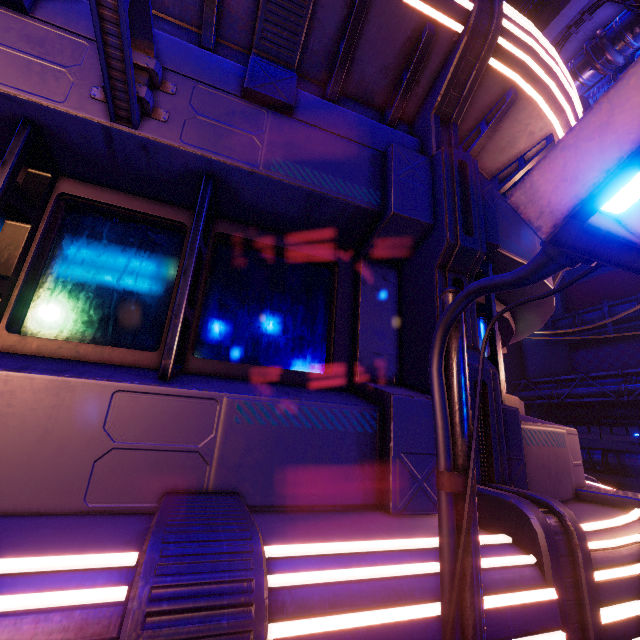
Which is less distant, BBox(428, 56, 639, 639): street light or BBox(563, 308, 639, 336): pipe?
BBox(428, 56, 639, 639): street light

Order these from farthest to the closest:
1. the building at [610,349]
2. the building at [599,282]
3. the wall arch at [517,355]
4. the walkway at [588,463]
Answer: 1. the wall arch at [517,355]
2. the building at [599,282]
3. the building at [610,349]
4. the walkway at [588,463]

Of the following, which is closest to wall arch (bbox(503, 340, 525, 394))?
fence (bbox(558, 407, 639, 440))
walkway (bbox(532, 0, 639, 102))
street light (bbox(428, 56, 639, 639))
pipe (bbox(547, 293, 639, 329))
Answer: walkway (bbox(532, 0, 639, 102))

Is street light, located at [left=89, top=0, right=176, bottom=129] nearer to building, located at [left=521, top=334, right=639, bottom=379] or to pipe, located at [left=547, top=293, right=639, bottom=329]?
pipe, located at [left=547, top=293, right=639, bottom=329]

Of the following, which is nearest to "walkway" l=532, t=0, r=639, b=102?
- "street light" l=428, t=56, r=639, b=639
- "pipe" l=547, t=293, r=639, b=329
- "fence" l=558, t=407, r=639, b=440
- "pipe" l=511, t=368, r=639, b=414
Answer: "pipe" l=547, t=293, r=639, b=329

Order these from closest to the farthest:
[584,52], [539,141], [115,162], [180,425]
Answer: [180,425], [115,162], [539,141], [584,52]

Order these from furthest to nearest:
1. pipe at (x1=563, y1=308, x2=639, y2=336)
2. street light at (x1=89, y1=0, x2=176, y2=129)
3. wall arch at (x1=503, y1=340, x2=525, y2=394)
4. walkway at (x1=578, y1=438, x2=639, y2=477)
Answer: wall arch at (x1=503, y1=340, x2=525, y2=394)
pipe at (x1=563, y1=308, x2=639, y2=336)
walkway at (x1=578, y1=438, x2=639, y2=477)
street light at (x1=89, y1=0, x2=176, y2=129)

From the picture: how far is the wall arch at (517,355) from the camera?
32.03m
